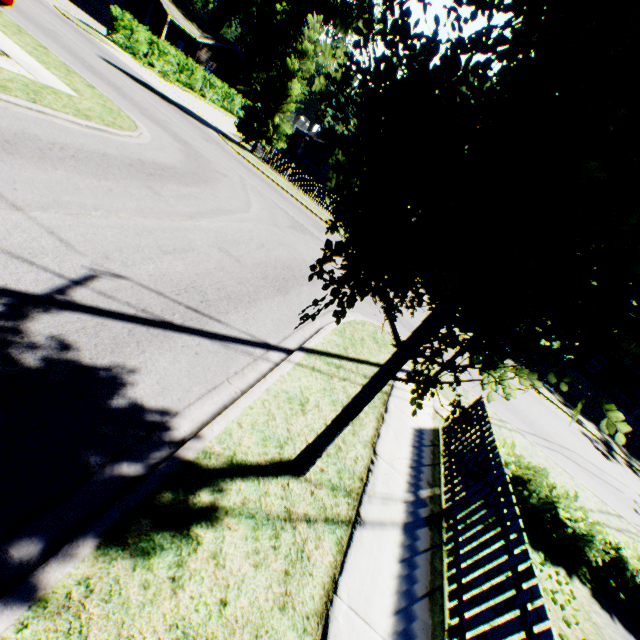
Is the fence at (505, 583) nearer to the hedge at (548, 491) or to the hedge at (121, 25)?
the hedge at (548, 491)

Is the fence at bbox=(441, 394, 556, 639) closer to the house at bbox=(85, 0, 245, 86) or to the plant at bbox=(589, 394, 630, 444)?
the plant at bbox=(589, 394, 630, 444)

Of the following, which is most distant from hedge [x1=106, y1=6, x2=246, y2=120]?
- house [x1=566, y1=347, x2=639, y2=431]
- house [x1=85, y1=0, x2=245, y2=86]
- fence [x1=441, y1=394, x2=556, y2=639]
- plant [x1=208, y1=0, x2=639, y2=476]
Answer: house [x1=566, y1=347, x2=639, y2=431]

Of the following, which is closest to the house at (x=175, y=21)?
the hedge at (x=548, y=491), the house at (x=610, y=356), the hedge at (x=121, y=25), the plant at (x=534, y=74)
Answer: the hedge at (x=121, y=25)

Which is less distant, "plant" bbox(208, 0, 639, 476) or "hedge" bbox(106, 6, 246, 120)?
"plant" bbox(208, 0, 639, 476)

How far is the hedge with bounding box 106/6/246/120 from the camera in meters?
25.1

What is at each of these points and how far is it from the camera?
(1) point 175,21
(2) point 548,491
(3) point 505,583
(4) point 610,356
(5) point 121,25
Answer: (1) house, 33.22m
(2) hedge, 6.16m
(3) fence, 3.42m
(4) house, 31.06m
(5) hedge, 24.75m
